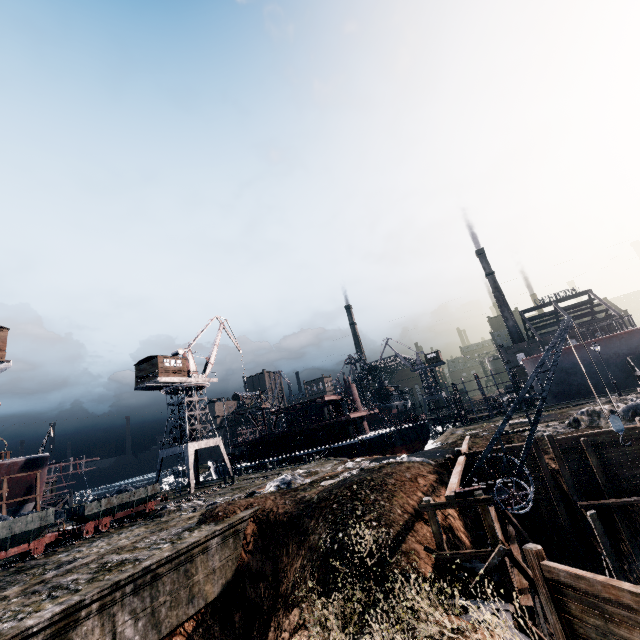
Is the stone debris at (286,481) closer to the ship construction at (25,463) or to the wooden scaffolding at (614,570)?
the wooden scaffolding at (614,570)

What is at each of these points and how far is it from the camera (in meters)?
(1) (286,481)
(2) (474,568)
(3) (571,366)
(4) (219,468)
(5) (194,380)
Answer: (1) stone debris, 24.38
(2) wooden scaffolding, 14.47
(3) ship construction, 42.16
(4) ship, 55.69
(5) crane, 45.41

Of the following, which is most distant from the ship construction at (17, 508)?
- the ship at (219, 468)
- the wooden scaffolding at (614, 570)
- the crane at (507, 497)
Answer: the crane at (507, 497)

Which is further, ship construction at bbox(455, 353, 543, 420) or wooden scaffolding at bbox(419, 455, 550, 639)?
→ ship construction at bbox(455, 353, 543, 420)

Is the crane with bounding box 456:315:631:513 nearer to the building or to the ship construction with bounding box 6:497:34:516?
the building

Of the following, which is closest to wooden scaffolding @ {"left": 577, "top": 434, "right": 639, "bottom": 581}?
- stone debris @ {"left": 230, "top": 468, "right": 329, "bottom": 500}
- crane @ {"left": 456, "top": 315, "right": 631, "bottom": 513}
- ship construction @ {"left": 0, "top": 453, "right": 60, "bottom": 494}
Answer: crane @ {"left": 456, "top": 315, "right": 631, "bottom": 513}

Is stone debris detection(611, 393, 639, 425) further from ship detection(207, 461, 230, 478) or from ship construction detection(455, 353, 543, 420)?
ship detection(207, 461, 230, 478)

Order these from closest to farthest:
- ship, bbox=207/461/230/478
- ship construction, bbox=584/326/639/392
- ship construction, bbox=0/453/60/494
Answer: ship construction, bbox=0/453/60/494
ship construction, bbox=584/326/639/392
ship, bbox=207/461/230/478
